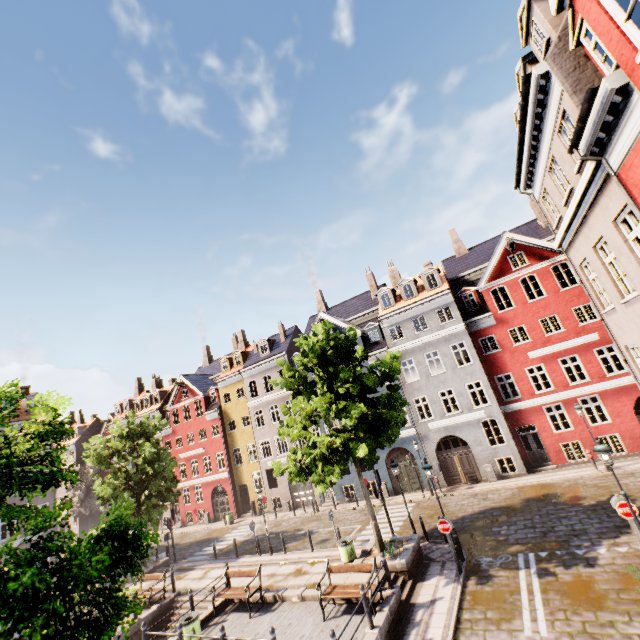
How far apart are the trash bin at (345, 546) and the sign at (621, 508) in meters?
9.9 m

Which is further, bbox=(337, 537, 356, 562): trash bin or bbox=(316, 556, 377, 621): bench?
bbox=(337, 537, 356, 562): trash bin

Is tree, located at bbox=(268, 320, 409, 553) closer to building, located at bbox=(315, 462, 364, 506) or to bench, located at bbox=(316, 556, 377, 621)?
bench, located at bbox=(316, 556, 377, 621)

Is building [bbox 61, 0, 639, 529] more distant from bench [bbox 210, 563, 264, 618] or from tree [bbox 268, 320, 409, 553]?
bench [bbox 210, 563, 264, 618]

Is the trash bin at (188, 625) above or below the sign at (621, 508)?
below

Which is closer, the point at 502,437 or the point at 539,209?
the point at 539,209

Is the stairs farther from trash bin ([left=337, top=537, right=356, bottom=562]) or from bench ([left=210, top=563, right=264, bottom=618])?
bench ([left=210, top=563, right=264, bottom=618])

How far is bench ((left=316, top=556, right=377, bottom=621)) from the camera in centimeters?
1103cm
